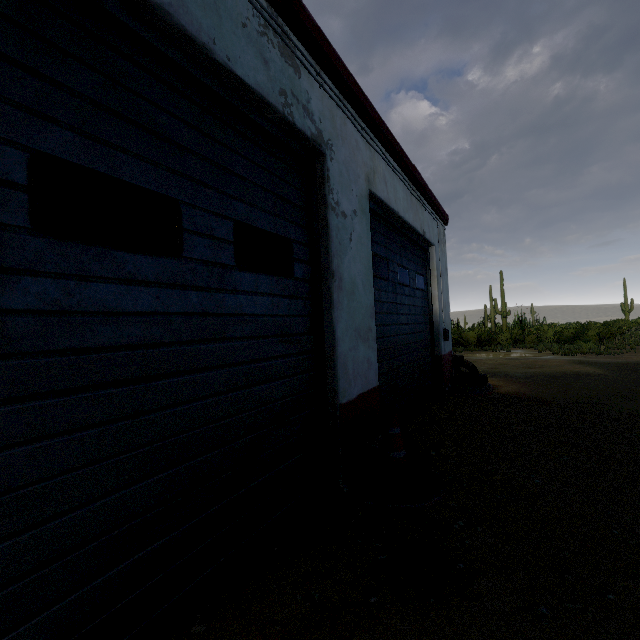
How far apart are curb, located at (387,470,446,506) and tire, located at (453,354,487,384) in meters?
4.8 m

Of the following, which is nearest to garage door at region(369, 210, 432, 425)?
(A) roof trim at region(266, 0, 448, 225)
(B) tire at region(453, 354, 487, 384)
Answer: (A) roof trim at region(266, 0, 448, 225)

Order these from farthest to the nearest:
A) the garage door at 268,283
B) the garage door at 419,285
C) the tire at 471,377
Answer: the tire at 471,377 < the garage door at 419,285 < the garage door at 268,283

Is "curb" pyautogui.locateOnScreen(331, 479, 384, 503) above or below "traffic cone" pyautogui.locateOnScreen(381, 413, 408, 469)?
below

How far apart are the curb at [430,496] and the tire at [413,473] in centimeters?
2cm

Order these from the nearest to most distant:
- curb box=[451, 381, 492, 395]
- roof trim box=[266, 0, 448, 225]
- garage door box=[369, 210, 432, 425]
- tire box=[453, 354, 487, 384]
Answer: roof trim box=[266, 0, 448, 225], garage door box=[369, 210, 432, 425], curb box=[451, 381, 492, 395], tire box=[453, 354, 487, 384]

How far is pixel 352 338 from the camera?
3.29m

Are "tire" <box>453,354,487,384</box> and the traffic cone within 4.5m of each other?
no
